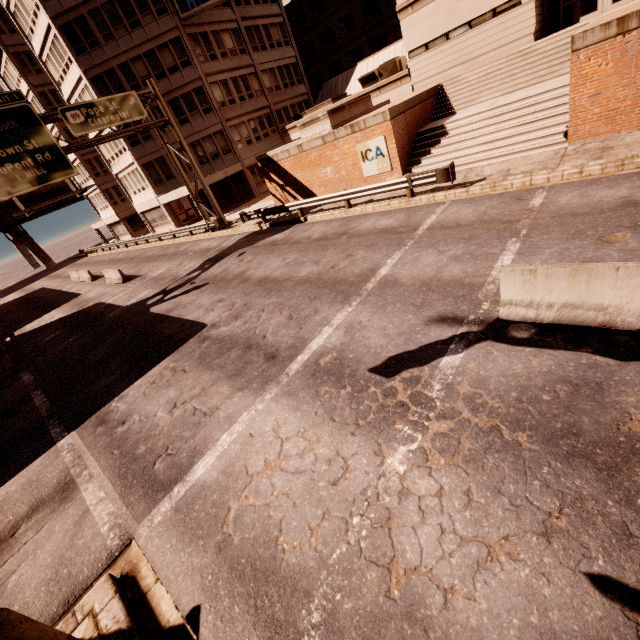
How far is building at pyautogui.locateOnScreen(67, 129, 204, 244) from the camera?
32.00m

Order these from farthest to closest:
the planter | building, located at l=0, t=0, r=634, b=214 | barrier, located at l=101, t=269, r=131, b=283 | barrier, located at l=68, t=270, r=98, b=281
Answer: barrier, located at l=68, t=270, r=98, b=281 < barrier, located at l=101, t=269, r=131, b=283 < building, located at l=0, t=0, r=634, b=214 < the planter

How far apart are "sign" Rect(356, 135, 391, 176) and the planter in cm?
255

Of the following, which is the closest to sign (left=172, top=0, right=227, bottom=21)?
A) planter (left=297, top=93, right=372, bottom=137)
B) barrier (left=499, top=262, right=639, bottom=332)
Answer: planter (left=297, top=93, right=372, bottom=137)

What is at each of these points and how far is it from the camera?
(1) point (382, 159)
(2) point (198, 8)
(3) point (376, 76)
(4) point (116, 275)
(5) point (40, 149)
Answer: (1) sign, 17.02m
(2) sign, 27.20m
(3) air conditioner, 25.66m
(4) barrier, 22.98m
(5) sign, 17.42m

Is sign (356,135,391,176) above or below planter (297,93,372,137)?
below

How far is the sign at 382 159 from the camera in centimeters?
1662cm

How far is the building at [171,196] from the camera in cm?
3200
